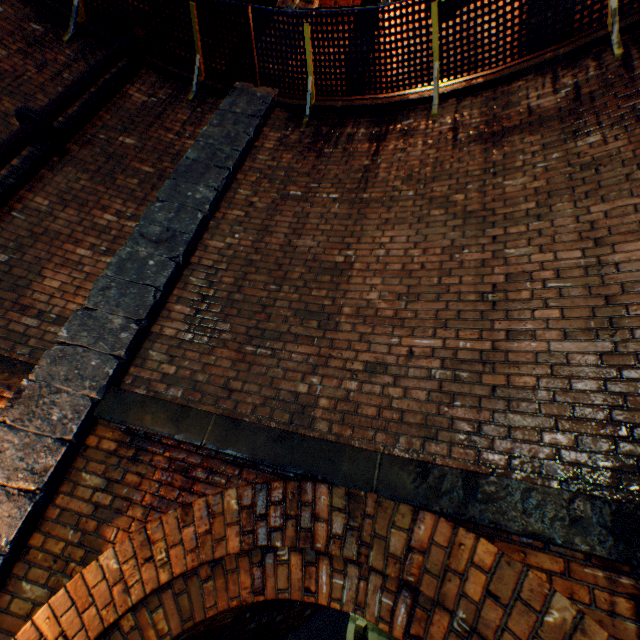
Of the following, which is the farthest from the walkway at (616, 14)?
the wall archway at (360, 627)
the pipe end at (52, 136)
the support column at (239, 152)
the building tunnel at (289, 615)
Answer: the wall archway at (360, 627)

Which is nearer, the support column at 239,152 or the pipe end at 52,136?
the support column at 239,152

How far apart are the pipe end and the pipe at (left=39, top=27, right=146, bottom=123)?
0.1 meters

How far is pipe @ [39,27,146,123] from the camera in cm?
387

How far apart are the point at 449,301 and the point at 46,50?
6.5 meters

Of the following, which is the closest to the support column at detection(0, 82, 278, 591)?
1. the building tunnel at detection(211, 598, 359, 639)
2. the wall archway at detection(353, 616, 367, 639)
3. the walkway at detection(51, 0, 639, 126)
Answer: the walkway at detection(51, 0, 639, 126)

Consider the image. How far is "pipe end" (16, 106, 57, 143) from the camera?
3.6 meters

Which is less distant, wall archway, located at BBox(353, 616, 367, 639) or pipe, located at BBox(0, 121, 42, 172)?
pipe, located at BBox(0, 121, 42, 172)
